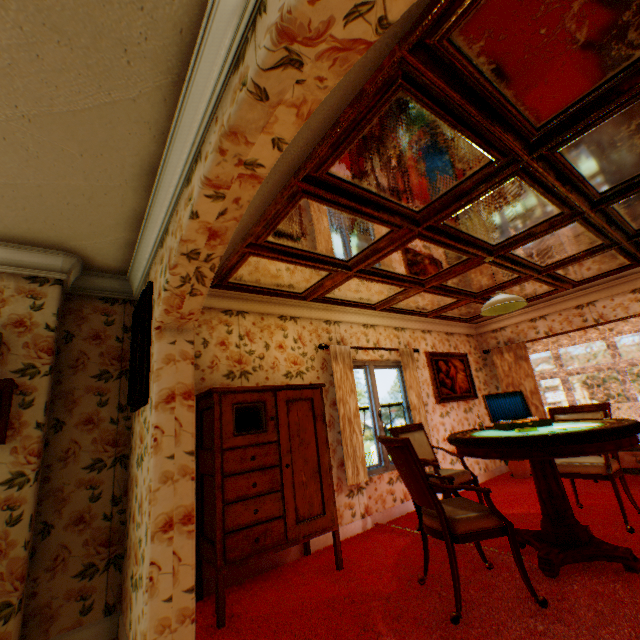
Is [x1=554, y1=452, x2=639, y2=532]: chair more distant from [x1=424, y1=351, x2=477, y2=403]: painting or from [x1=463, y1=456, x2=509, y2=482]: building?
[x1=424, y1=351, x2=477, y2=403]: painting

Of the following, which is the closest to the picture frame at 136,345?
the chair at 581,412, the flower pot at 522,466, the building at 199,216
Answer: the building at 199,216

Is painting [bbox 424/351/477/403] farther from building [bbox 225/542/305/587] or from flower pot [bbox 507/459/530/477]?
flower pot [bbox 507/459/530/477]

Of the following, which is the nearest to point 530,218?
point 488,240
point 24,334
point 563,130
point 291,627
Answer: point 488,240

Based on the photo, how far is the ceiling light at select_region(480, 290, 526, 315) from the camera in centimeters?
356cm

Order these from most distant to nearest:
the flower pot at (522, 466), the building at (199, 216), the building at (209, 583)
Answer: the flower pot at (522, 466) < the building at (209, 583) < the building at (199, 216)

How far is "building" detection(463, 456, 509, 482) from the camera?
6.01m

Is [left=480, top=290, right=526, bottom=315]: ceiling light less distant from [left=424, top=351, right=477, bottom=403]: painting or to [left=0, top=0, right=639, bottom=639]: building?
[left=0, top=0, right=639, bottom=639]: building
